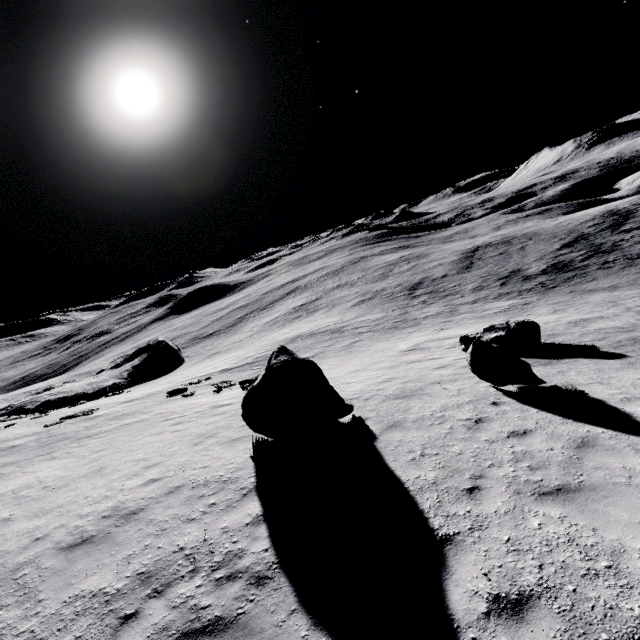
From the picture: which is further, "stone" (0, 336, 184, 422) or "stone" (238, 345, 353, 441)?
"stone" (0, 336, 184, 422)

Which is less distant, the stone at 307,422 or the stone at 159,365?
the stone at 307,422

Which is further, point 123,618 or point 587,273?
point 587,273

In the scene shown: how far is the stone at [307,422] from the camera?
8.6m

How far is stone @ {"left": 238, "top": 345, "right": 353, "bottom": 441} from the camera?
8.63m

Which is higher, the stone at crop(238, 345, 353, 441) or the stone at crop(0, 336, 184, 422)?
the stone at crop(238, 345, 353, 441)
